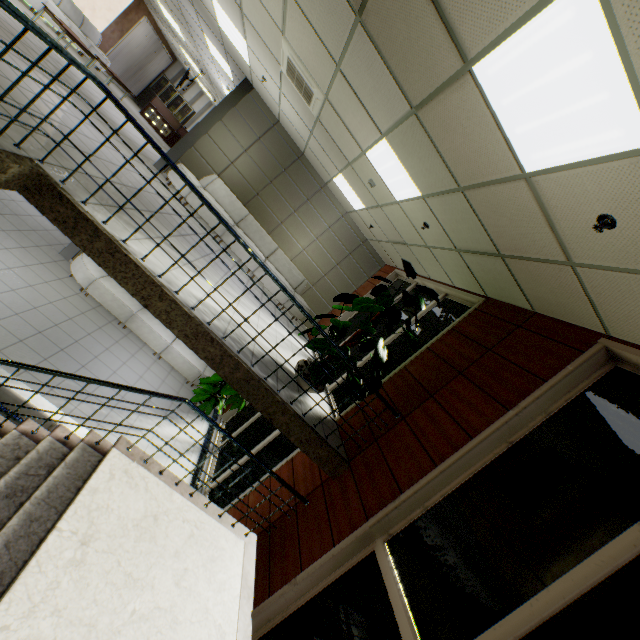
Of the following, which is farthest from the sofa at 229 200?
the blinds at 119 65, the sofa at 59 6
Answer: the blinds at 119 65

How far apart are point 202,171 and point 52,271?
4.5 meters

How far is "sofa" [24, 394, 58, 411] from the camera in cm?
401

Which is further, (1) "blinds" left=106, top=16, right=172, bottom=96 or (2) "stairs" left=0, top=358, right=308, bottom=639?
(1) "blinds" left=106, top=16, right=172, bottom=96

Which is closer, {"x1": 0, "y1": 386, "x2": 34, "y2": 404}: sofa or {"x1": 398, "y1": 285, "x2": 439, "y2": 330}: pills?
{"x1": 0, "y1": 386, "x2": 34, "y2": 404}: sofa

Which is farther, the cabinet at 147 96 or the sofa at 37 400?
the cabinet at 147 96

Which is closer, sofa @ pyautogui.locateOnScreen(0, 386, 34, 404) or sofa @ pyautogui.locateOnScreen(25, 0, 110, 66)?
sofa @ pyautogui.locateOnScreen(0, 386, 34, 404)

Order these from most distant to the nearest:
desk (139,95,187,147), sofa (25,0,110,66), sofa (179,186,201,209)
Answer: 1. desk (139,95,187,147)
2. sofa (25,0,110,66)
3. sofa (179,186,201,209)
